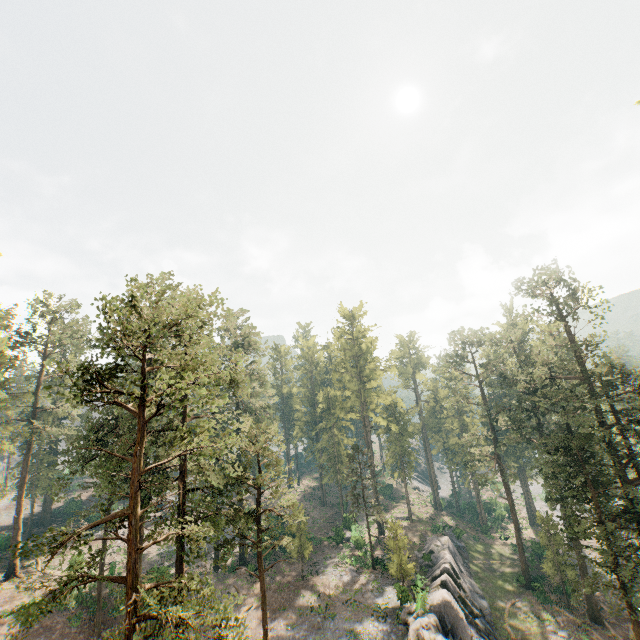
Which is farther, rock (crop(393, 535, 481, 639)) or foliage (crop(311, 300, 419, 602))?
foliage (crop(311, 300, 419, 602))

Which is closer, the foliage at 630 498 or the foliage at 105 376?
the foliage at 105 376

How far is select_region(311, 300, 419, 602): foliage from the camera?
38.2m

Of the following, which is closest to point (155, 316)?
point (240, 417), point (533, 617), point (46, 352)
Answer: point (240, 417)

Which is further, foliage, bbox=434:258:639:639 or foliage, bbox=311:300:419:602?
foliage, bbox=311:300:419:602

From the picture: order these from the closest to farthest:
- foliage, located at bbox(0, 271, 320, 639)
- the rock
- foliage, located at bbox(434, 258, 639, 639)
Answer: foliage, located at bbox(0, 271, 320, 639), foliage, located at bbox(434, 258, 639, 639), the rock

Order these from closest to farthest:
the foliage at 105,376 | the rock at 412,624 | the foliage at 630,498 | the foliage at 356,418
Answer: the foliage at 105,376
the foliage at 630,498
the rock at 412,624
the foliage at 356,418
